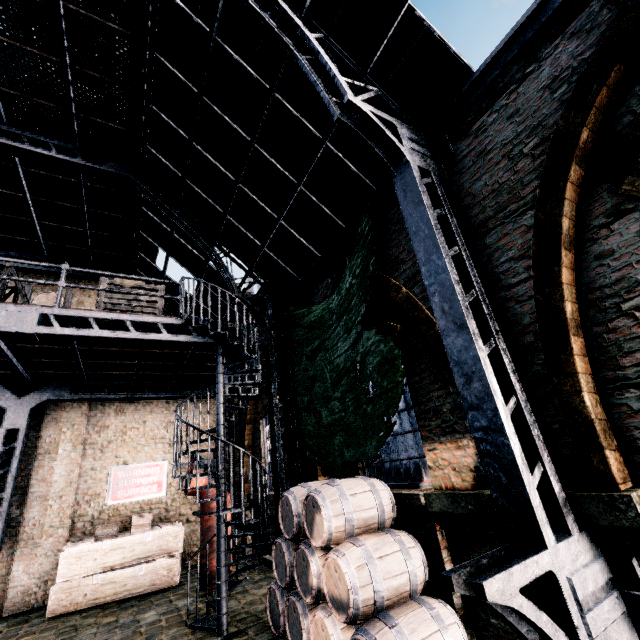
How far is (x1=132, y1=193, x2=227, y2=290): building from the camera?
10.61m

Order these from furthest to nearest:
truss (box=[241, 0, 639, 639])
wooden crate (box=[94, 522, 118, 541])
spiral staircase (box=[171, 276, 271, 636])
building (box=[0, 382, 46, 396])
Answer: building (box=[0, 382, 46, 396]), wooden crate (box=[94, 522, 118, 541]), spiral staircase (box=[171, 276, 271, 636]), truss (box=[241, 0, 639, 639])

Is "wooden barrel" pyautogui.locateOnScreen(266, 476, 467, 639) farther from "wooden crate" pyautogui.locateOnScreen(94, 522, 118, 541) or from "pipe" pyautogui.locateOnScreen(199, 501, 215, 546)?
"wooden crate" pyautogui.locateOnScreen(94, 522, 118, 541)

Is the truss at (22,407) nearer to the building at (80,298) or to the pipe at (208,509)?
the building at (80,298)

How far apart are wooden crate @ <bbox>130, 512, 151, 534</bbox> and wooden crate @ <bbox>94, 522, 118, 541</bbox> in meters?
0.3

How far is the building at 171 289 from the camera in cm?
1310

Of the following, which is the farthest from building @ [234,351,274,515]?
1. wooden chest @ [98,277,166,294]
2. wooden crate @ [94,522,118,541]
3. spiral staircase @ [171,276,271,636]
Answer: wooden chest @ [98,277,166,294]

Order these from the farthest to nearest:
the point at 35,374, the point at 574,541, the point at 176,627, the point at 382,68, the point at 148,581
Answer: the point at 35,374
the point at 148,581
the point at 176,627
the point at 382,68
the point at 574,541
